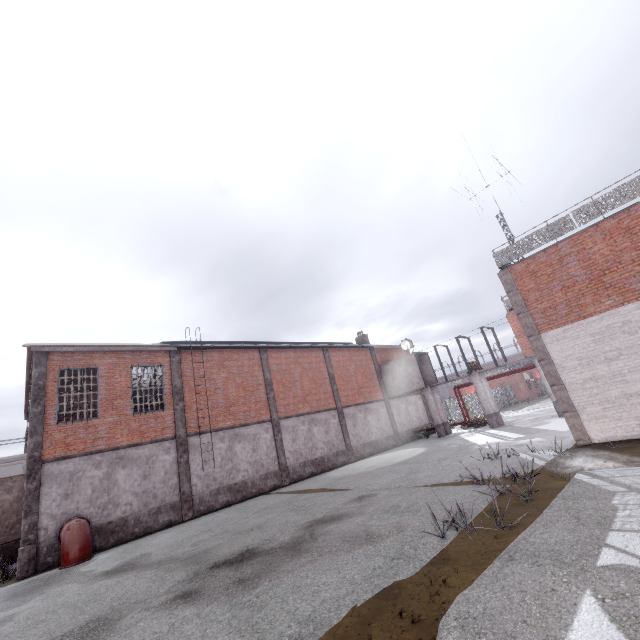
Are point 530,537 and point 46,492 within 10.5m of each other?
no

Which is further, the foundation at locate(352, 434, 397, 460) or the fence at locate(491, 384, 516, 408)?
the fence at locate(491, 384, 516, 408)

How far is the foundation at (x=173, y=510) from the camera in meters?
13.7

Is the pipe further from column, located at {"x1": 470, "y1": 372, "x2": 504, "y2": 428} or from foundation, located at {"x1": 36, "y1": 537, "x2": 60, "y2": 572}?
column, located at {"x1": 470, "y1": 372, "x2": 504, "y2": 428}

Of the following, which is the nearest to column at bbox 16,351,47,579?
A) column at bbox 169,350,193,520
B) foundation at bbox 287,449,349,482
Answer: column at bbox 169,350,193,520

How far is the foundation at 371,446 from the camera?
24.5m

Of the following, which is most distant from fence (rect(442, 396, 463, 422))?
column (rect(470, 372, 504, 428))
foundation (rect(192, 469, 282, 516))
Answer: foundation (rect(192, 469, 282, 516))

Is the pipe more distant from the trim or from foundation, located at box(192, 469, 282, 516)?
the trim
